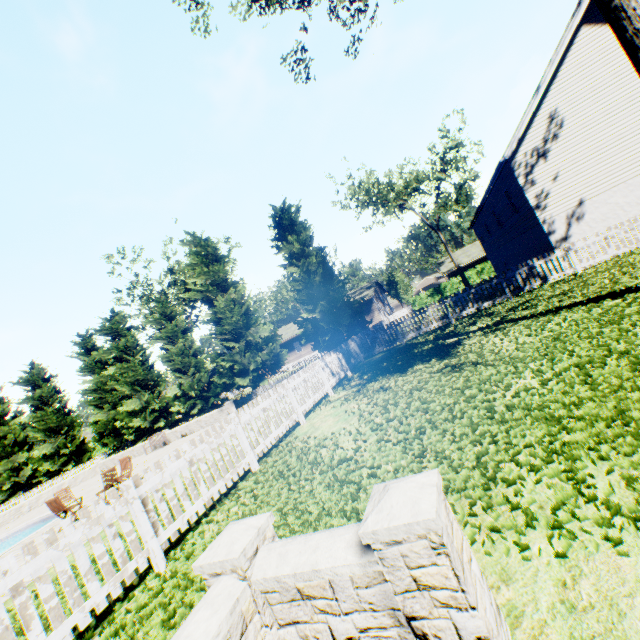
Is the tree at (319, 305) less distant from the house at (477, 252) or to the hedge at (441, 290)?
the hedge at (441, 290)

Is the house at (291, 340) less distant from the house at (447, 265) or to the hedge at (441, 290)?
the hedge at (441, 290)

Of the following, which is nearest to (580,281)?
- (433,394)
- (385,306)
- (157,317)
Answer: (433,394)

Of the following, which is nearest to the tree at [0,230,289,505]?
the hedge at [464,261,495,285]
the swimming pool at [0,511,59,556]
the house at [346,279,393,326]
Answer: the house at [346,279,393,326]

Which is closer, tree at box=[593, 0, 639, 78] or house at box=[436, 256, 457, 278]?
tree at box=[593, 0, 639, 78]

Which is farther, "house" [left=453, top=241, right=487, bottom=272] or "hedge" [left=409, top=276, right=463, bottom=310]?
"house" [left=453, top=241, right=487, bottom=272]

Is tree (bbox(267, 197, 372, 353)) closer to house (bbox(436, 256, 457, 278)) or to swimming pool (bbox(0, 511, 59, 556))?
house (bbox(436, 256, 457, 278))

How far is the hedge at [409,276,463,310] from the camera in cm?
3884
